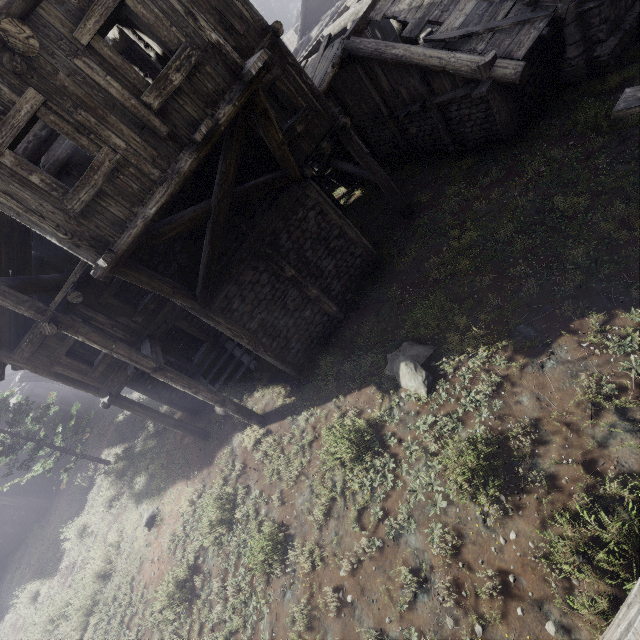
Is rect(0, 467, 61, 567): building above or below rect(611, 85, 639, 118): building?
below

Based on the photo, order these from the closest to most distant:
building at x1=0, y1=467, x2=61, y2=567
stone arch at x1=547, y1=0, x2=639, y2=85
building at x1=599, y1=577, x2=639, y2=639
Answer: building at x1=599, y1=577, x2=639, y2=639, stone arch at x1=547, y1=0, x2=639, y2=85, building at x1=0, y1=467, x2=61, y2=567

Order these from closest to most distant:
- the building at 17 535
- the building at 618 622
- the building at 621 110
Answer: the building at 618 622, the building at 621 110, the building at 17 535

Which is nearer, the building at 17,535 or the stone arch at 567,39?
the stone arch at 567,39

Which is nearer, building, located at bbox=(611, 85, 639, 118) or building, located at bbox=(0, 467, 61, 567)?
building, located at bbox=(611, 85, 639, 118)

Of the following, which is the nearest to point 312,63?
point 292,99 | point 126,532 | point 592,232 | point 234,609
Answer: point 292,99
